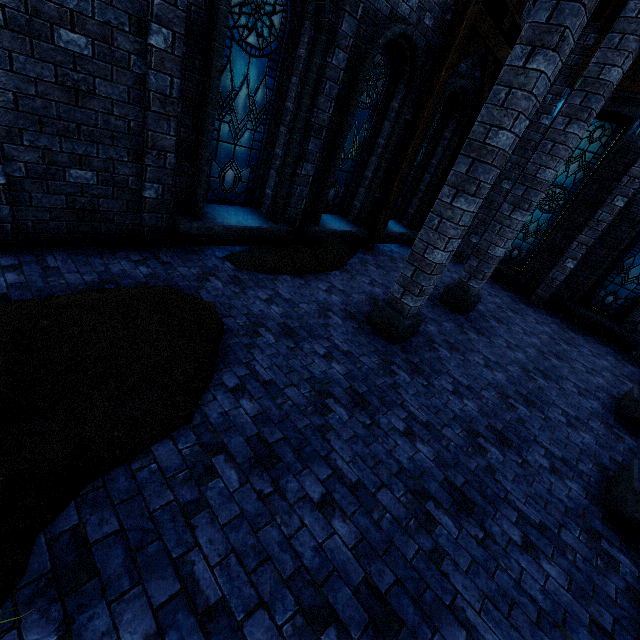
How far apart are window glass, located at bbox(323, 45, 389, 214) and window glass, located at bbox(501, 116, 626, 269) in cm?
629

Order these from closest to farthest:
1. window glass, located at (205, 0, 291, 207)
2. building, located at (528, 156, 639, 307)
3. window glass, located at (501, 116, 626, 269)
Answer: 1. window glass, located at (205, 0, 291, 207)
2. building, located at (528, 156, 639, 307)
3. window glass, located at (501, 116, 626, 269)

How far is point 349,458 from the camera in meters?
3.3

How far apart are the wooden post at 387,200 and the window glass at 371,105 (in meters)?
0.80

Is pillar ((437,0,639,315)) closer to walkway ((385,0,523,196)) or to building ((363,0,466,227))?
building ((363,0,466,227))

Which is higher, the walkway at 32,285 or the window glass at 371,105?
Result: the window glass at 371,105

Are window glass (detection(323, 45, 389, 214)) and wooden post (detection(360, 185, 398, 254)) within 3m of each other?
yes

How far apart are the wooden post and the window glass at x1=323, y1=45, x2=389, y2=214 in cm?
80
